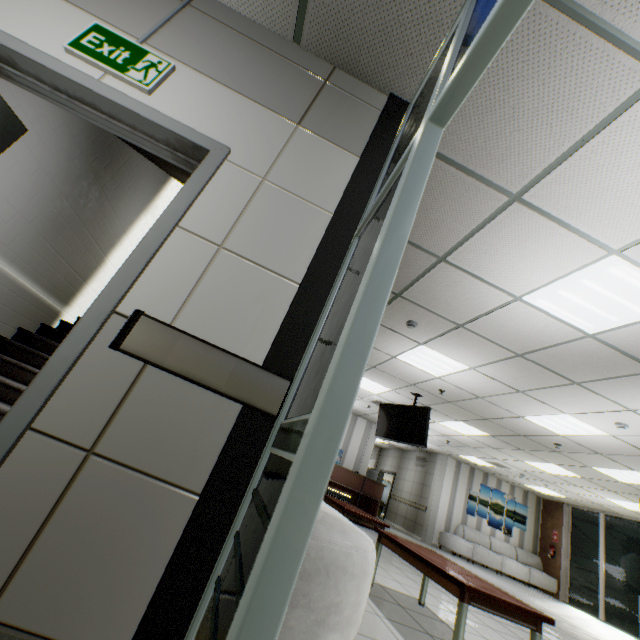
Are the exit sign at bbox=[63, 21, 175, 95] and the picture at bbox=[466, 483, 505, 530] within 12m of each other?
no

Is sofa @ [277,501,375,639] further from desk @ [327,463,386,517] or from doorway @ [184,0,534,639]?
desk @ [327,463,386,517]

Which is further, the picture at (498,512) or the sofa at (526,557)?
the picture at (498,512)

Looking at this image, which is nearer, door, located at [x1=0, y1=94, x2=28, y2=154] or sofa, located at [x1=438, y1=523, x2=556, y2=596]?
door, located at [x1=0, y1=94, x2=28, y2=154]

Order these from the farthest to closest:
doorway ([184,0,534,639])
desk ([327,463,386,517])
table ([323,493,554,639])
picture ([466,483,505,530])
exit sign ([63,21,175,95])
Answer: picture ([466,483,505,530])
desk ([327,463,386,517])
table ([323,493,554,639])
exit sign ([63,21,175,95])
doorway ([184,0,534,639])

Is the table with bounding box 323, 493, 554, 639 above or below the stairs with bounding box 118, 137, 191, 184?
below

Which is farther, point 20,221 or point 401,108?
point 20,221

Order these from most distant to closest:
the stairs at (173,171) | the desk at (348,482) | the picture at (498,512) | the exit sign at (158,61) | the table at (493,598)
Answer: the picture at (498,512), the desk at (348,482), the stairs at (173,171), the table at (493,598), the exit sign at (158,61)
